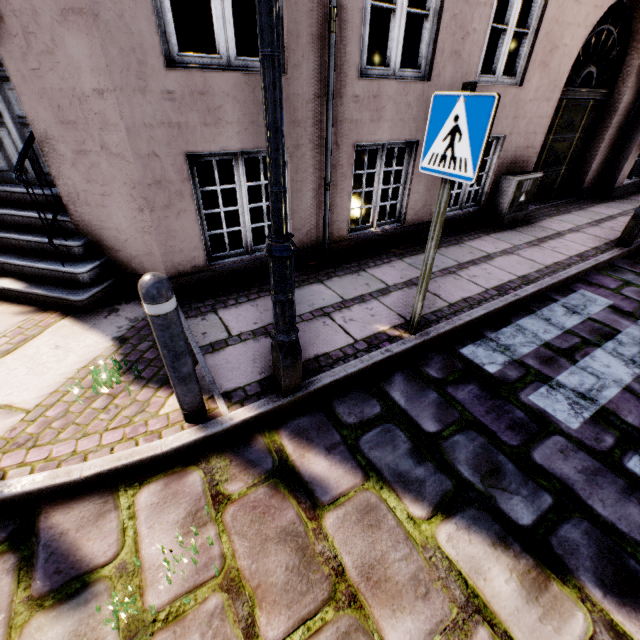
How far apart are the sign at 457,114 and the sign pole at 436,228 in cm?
1

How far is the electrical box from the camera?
5.56m

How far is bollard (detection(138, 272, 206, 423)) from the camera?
1.7 meters

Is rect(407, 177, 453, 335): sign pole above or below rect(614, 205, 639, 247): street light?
above

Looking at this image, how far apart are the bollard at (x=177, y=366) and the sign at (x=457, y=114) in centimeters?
197cm

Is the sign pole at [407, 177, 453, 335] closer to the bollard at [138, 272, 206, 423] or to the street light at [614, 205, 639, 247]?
the street light at [614, 205, 639, 247]

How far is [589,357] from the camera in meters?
3.1 m

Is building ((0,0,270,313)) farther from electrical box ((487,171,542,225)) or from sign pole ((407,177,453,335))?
sign pole ((407,177,453,335))
